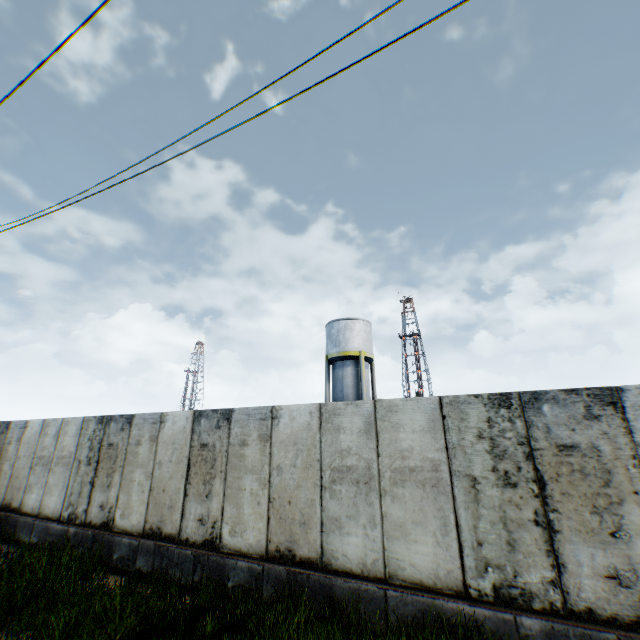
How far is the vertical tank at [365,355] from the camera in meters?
25.6

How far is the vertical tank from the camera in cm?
2558

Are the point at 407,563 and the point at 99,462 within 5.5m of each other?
no
